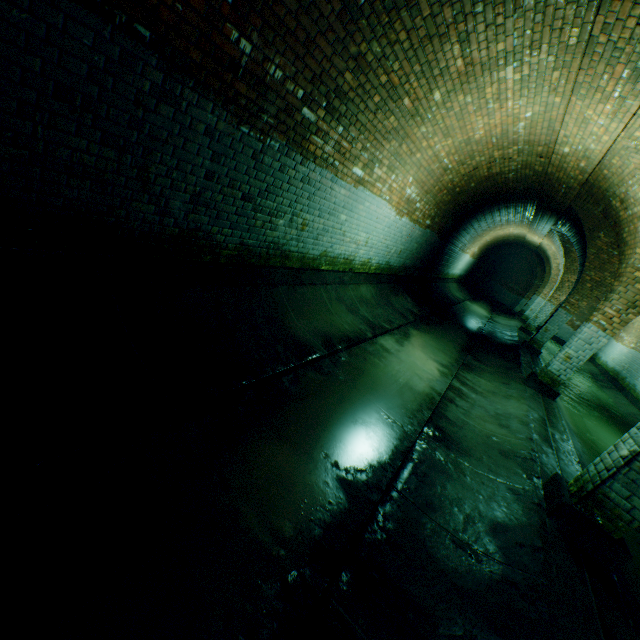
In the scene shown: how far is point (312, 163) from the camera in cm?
420

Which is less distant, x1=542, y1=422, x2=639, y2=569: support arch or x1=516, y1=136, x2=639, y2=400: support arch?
x1=542, y1=422, x2=639, y2=569: support arch

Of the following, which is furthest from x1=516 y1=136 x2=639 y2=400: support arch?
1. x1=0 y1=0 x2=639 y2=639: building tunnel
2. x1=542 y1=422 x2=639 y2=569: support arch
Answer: x1=542 y1=422 x2=639 y2=569: support arch

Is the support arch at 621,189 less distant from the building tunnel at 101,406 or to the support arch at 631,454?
the building tunnel at 101,406

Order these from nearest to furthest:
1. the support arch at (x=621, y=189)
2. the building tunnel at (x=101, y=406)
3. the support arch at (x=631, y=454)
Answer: the building tunnel at (x=101, y=406), the support arch at (x=631, y=454), the support arch at (x=621, y=189)

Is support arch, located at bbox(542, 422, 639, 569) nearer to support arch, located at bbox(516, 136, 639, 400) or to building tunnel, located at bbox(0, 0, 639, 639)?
building tunnel, located at bbox(0, 0, 639, 639)
